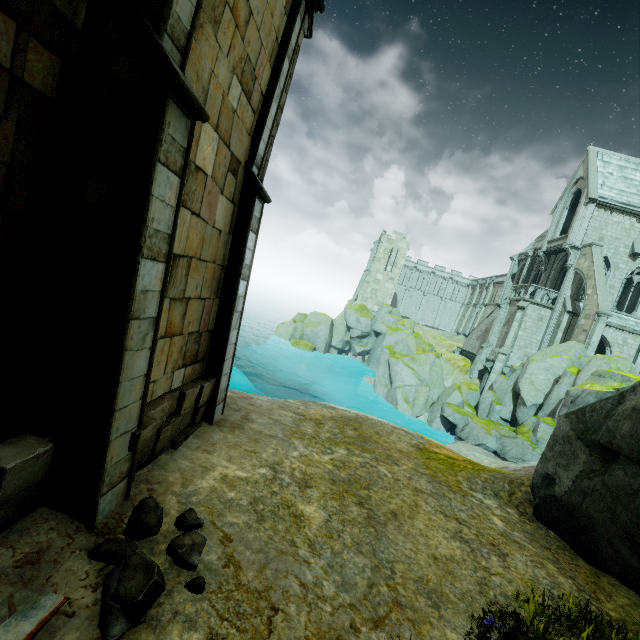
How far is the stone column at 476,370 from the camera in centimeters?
3175cm

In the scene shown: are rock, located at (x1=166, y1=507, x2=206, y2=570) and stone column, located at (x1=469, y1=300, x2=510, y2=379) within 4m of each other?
A: no

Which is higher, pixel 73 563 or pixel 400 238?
pixel 400 238

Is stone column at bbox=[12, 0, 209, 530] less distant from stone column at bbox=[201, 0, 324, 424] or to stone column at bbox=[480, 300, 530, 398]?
stone column at bbox=[201, 0, 324, 424]

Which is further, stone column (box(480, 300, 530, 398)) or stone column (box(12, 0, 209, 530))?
stone column (box(480, 300, 530, 398))

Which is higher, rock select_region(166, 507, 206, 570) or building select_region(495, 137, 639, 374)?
building select_region(495, 137, 639, 374)

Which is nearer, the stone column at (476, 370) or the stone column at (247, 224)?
the stone column at (247, 224)

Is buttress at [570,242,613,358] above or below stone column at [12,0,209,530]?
above
